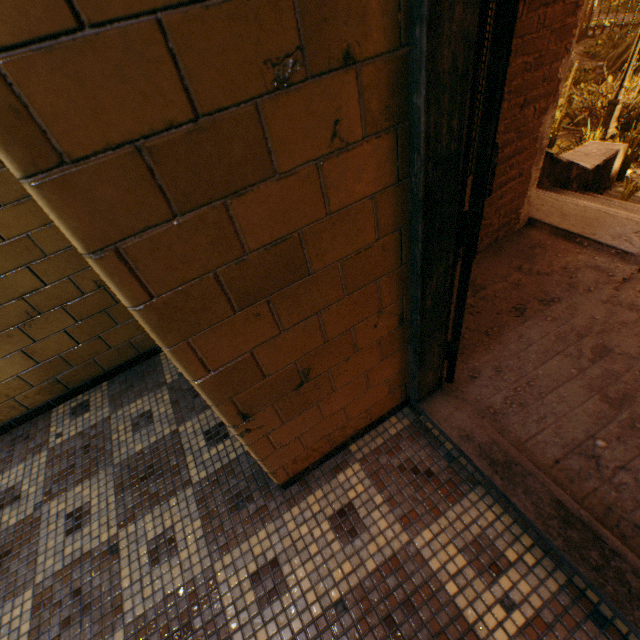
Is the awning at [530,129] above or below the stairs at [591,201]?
above

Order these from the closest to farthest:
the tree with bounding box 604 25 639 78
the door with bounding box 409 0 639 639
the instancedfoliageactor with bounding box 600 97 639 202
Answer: the door with bounding box 409 0 639 639, the instancedfoliageactor with bounding box 600 97 639 202, the tree with bounding box 604 25 639 78

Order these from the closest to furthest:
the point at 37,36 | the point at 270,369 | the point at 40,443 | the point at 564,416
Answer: the point at 37,36 → the point at 270,369 → the point at 564,416 → the point at 40,443

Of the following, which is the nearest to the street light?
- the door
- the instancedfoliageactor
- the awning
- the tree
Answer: the instancedfoliageactor

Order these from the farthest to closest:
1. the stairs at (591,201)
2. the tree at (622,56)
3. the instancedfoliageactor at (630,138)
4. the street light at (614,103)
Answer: the tree at (622,56) → the street light at (614,103) → the instancedfoliageactor at (630,138) → the stairs at (591,201)

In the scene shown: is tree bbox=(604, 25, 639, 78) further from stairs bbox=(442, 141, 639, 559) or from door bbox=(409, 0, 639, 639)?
door bbox=(409, 0, 639, 639)

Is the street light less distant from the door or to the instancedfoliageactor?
the instancedfoliageactor

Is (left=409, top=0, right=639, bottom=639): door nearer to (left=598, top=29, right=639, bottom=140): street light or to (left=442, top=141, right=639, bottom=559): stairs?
(left=442, top=141, right=639, bottom=559): stairs
